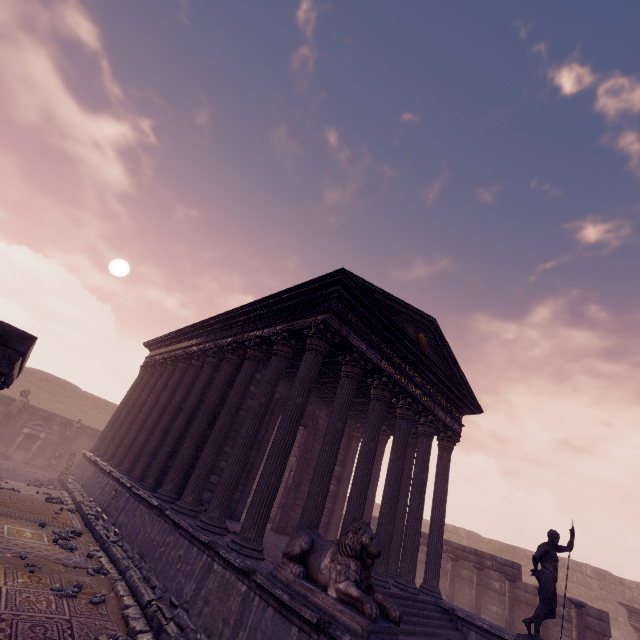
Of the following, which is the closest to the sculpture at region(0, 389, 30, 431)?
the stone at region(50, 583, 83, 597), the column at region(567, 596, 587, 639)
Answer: the stone at region(50, 583, 83, 597)

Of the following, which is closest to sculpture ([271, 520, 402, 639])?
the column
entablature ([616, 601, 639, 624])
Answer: the column

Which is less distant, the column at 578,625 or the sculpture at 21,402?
the column at 578,625

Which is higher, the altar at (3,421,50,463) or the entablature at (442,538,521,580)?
the entablature at (442,538,521,580)

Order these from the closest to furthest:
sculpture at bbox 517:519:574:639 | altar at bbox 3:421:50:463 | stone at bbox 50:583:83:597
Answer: stone at bbox 50:583:83:597, sculpture at bbox 517:519:574:639, altar at bbox 3:421:50:463

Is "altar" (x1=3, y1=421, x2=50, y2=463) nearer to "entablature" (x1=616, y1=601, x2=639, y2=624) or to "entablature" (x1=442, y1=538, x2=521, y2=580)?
"entablature" (x1=442, y1=538, x2=521, y2=580)

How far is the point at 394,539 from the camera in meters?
11.0

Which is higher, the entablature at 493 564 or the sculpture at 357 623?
the entablature at 493 564
